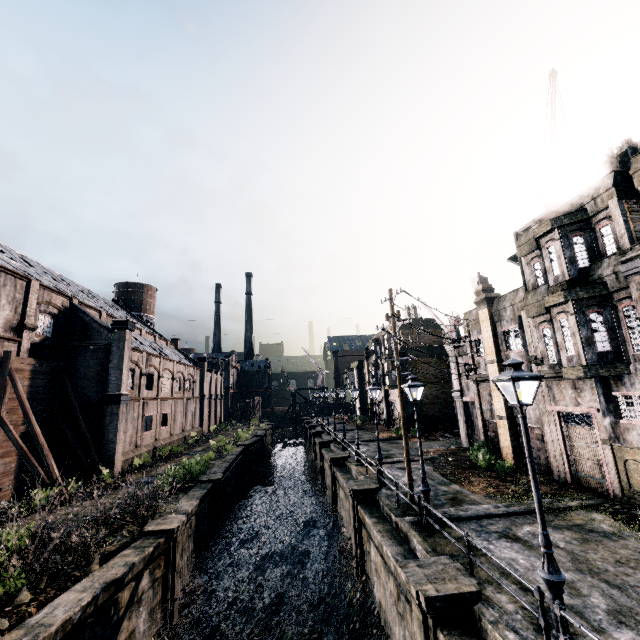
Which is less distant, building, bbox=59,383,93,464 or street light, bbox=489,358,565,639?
street light, bbox=489,358,565,639

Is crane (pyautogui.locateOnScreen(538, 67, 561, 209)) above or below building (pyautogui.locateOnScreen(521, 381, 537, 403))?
above

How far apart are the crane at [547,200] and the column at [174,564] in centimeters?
2699cm

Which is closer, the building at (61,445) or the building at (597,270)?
the building at (597,270)

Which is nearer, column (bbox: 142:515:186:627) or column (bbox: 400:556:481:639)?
column (bbox: 400:556:481:639)

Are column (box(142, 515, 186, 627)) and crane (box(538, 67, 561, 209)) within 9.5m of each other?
no

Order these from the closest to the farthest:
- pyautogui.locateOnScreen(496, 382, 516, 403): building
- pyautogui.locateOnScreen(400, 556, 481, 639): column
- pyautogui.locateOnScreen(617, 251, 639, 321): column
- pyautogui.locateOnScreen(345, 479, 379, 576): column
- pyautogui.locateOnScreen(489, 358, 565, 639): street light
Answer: pyautogui.locateOnScreen(489, 358, 565, 639): street light < pyautogui.locateOnScreen(400, 556, 481, 639): column < pyautogui.locateOnScreen(617, 251, 639, 321): column < pyautogui.locateOnScreen(345, 479, 379, 576): column < pyautogui.locateOnScreen(496, 382, 516, 403): building

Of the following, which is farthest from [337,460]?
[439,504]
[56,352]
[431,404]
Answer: [56,352]
